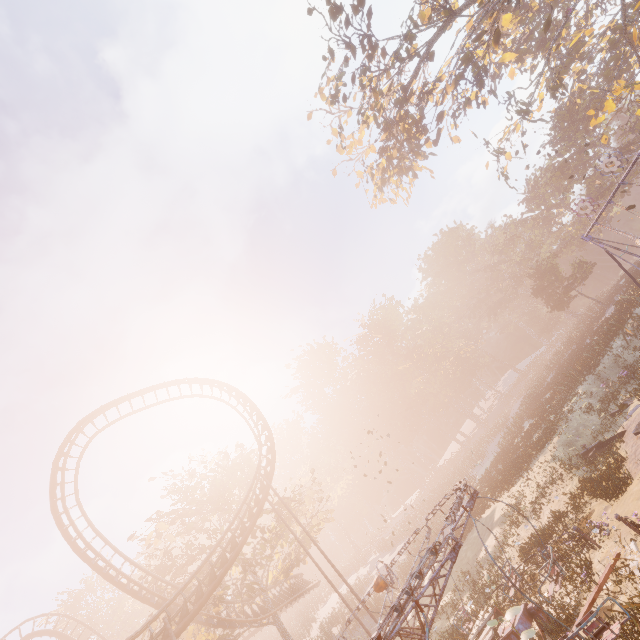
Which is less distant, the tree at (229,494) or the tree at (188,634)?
the tree at (188,634)

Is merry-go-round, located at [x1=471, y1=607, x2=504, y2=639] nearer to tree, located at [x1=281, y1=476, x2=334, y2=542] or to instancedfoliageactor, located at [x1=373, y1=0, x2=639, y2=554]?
instancedfoliageactor, located at [x1=373, y1=0, x2=639, y2=554]

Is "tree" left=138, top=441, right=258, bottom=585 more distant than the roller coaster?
Yes

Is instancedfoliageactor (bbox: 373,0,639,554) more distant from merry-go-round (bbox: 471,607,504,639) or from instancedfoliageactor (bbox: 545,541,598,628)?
instancedfoliageactor (bbox: 545,541,598,628)

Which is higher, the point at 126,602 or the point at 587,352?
the point at 126,602

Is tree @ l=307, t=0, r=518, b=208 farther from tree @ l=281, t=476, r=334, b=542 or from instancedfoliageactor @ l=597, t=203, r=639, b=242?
instancedfoliageactor @ l=597, t=203, r=639, b=242

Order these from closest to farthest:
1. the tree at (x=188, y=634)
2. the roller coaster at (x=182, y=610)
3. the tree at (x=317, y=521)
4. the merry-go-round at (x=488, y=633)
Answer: the merry-go-round at (x=488, y=633) < the roller coaster at (x=182, y=610) < the tree at (x=188, y=634) < the tree at (x=317, y=521)

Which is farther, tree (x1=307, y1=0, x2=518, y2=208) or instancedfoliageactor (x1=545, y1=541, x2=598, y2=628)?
tree (x1=307, y1=0, x2=518, y2=208)
